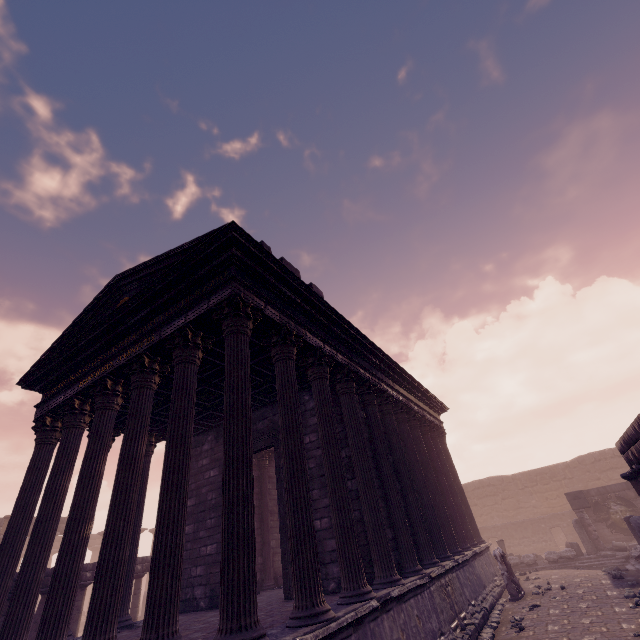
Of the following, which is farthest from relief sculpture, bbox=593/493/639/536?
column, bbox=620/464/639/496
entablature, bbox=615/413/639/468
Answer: entablature, bbox=615/413/639/468

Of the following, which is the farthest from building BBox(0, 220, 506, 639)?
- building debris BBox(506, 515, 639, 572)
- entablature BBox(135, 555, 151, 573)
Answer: entablature BBox(135, 555, 151, 573)

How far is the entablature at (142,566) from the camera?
13.2 meters

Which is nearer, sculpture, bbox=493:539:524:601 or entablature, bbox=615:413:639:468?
entablature, bbox=615:413:639:468

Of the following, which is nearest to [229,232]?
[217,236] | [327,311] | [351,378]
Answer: [217,236]

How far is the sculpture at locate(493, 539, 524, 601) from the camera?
10.7 meters
